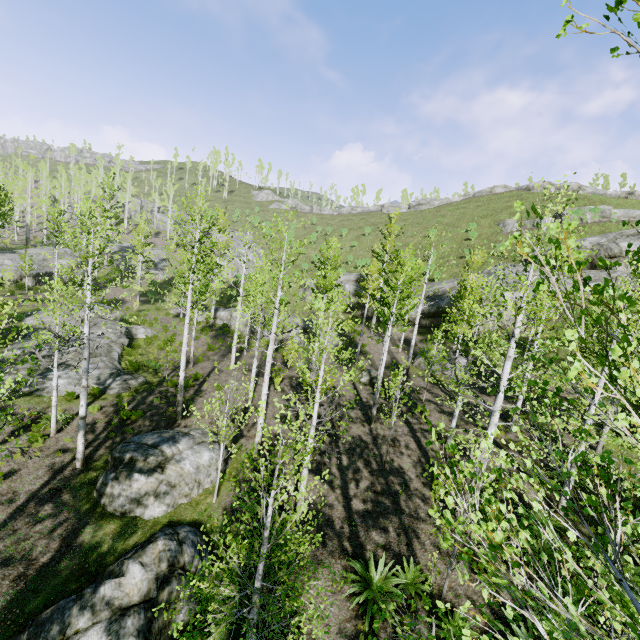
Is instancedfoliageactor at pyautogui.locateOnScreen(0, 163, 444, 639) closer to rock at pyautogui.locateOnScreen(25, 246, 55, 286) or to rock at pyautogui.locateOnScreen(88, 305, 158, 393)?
rock at pyautogui.locateOnScreen(25, 246, 55, 286)

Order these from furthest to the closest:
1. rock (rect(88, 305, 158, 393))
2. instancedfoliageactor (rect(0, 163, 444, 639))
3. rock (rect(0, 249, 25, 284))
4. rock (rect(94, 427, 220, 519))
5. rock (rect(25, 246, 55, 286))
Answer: rock (rect(25, 246, 55, 286)) < rock (rect(0, 249, 25, 284)) < rock (rect(88, 305, 158, 393)) < rock (rect(94, 427, 220, 519)) < instancedfoliageactor (rect(0, 163, 444, 639))

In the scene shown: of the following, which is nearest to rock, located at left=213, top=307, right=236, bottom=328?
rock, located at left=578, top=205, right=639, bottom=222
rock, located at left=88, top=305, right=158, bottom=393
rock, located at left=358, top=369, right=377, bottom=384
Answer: rock, located at left=358, top=369, right=377, bottom=384

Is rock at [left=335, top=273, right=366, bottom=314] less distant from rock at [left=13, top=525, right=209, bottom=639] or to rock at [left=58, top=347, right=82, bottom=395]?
rock at [left=58, top=347, right=82, bottom=395]

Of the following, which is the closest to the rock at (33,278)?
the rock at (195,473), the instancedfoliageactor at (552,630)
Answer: the rock at (195,473)

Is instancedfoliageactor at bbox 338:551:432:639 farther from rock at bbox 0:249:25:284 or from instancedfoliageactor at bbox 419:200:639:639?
instancedfoliageactor at bbox 419:200:639:639

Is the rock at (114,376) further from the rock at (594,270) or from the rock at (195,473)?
the rock at (594,270)

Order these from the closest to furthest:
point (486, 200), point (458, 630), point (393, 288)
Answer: point (458, 630) < point (393, 288) < point (486, 200)
